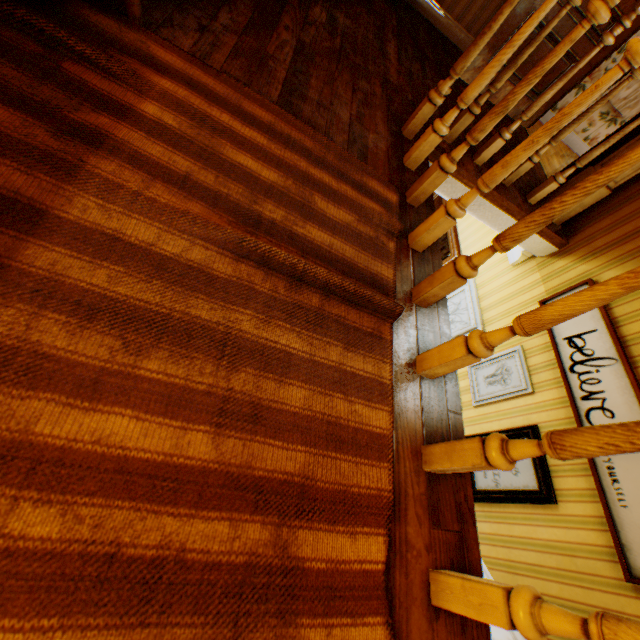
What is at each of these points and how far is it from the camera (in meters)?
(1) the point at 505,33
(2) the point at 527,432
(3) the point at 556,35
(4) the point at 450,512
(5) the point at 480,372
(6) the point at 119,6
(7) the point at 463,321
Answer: (1) childactor, 3.16
(2) picture frame, 2.64
(3) childactor, 3.18
(4) building, 1.05
(5) picture frame, 3.24
(6) building, 1.31
(7) picture frame, 3.65

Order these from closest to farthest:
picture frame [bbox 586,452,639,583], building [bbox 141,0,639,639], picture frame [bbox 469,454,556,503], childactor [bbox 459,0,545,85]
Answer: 1. building [bbox 141,0,639,639]
2. picture frame [bbox 586,452,639,583]
3. picture frame [bbox 469,454,556,503]
4. childactor [bbox 459,0,545,85]

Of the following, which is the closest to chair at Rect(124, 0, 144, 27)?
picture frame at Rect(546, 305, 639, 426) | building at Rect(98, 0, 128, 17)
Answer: building at Rect(98, 0, 128, 17)

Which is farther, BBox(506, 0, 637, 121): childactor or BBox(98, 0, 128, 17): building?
BBox(506, 0, 637, 121): childactor

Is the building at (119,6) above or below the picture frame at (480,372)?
above

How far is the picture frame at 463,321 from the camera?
3.48m

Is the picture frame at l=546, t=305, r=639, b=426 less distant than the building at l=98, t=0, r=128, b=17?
No

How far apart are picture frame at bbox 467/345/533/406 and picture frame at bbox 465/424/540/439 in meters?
0.3 m
